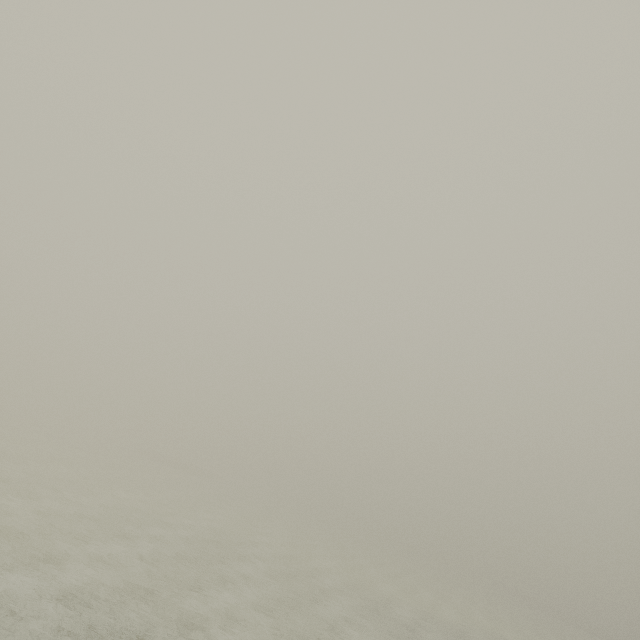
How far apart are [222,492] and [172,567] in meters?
40.1 m
